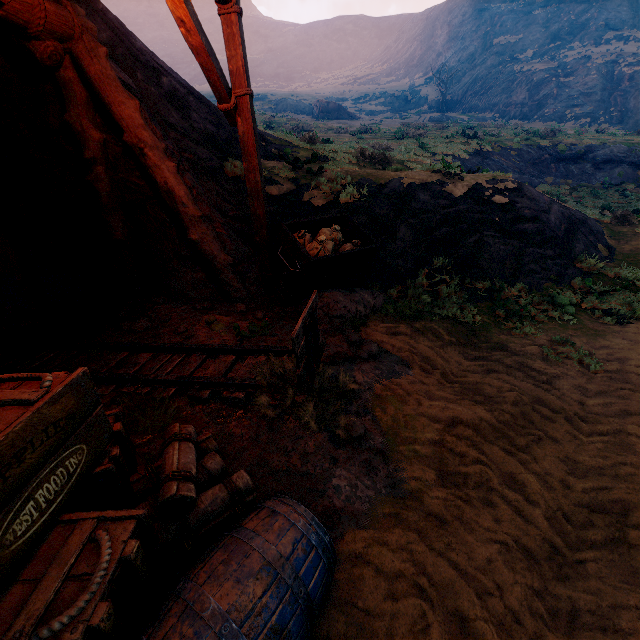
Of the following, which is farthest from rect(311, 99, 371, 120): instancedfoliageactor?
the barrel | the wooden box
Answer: the barrel

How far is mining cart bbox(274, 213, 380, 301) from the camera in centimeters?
512cm

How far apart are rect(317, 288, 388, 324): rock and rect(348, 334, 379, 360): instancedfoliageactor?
0.3m

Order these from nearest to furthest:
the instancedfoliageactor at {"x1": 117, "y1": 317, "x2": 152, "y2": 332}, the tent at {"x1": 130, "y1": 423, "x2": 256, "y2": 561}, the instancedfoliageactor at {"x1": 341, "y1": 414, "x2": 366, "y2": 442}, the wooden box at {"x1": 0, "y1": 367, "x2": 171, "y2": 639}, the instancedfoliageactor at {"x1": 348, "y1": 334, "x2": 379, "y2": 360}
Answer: the wooden box at {"x1": 0, "y1": 367, "x2": 171, "y2": 639} → the tent at {"x1": 130, "y1": 423, "x2": 256, "y2": 561} → the instancedfoliageactor at {"x1": 341, "y1": 414, "x2": 366, "y2": 442} → the instancedfoliageactor at {"x1": 348, "y1": 334, "x2": 379, "y2": 360} → the instancedfoliageactor at {"x1": 117, "y1": 317, "x2": 152, "y2": 332}

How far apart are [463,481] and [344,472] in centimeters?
110cm

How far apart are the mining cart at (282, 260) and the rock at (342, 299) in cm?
2

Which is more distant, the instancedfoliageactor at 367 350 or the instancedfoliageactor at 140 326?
the instancedfoliageactor at 140 326

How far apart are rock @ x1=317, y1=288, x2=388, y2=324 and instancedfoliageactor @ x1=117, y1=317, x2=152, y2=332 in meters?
2.4 m
